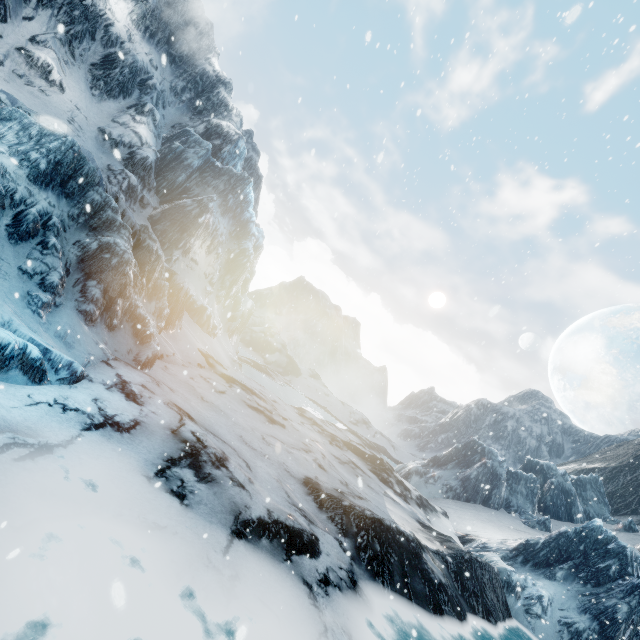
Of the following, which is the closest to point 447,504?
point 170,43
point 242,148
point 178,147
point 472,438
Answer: point 472,438
